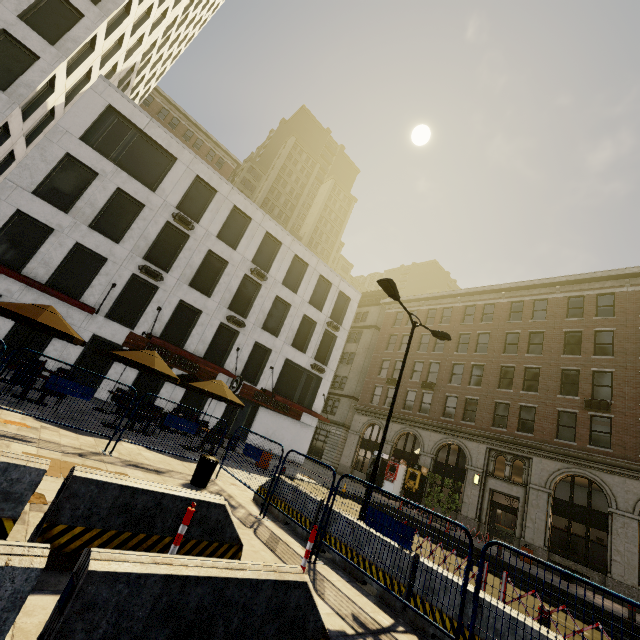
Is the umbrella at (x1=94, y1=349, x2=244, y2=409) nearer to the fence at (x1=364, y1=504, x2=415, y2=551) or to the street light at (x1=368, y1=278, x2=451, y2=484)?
the fence at (x1=364, y1=504, x2=415, y2=551)

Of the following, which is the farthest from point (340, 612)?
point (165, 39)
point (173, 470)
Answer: point (165, 39)

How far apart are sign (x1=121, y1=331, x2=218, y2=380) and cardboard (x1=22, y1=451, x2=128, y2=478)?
13.5m

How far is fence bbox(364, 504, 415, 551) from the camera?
5.0 meters

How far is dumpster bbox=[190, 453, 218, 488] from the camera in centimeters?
800cm

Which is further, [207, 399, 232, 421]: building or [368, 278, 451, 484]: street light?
[207, 399, 232, 421]: building

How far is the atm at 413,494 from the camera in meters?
24.5 m

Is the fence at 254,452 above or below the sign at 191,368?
below
